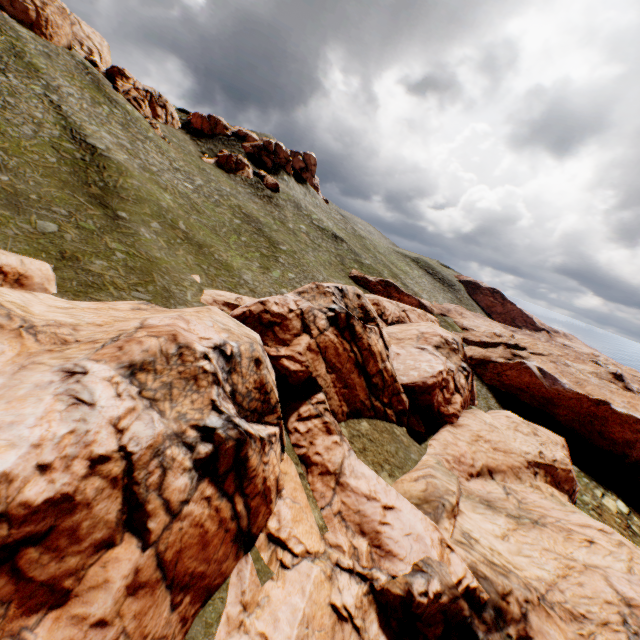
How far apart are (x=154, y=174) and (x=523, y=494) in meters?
48.9 m

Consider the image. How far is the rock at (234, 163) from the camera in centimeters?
5834cm

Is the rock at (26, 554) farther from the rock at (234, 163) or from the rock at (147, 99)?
the rock at (147, 99)

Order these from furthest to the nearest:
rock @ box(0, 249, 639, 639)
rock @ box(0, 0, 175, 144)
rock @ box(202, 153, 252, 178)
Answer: rock @ box(202, 153, 252, 178) → rock @ box(0, 0, 175, 144) → rock @ box(0, 249, 639, 639)

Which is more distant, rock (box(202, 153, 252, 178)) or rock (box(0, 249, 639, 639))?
rock (box(202, 153, 252, 178))

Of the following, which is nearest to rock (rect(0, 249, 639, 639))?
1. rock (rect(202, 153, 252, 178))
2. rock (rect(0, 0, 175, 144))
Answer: rock (rect(202, 153, 252, 178))
